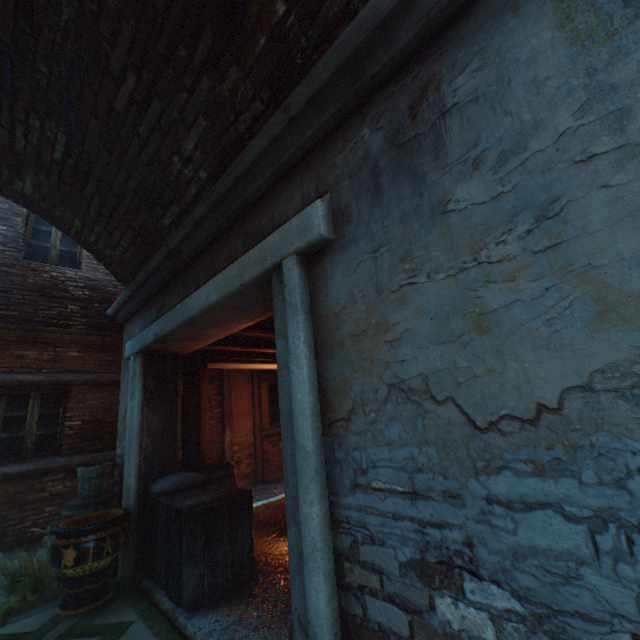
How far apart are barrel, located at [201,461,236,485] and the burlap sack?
0.5 meters

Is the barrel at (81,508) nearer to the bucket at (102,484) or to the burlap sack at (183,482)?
the bucket at (102,484)

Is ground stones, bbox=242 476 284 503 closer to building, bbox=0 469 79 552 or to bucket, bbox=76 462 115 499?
building, bbox=0 469 79 552

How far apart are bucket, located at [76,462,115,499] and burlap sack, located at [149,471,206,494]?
0.86m

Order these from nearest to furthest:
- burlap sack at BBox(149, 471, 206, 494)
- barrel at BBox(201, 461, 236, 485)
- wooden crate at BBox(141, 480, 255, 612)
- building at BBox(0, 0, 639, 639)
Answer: building at BBox(0, 0, 639, 639) < wooden crate at BBox(141, 480, 255, 612) < burlap sack at BBox(149, 471, 206, 494) < barrel at BBox(201, 461, 236, 485)

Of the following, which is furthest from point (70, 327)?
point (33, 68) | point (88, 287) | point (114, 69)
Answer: point (114, 69)

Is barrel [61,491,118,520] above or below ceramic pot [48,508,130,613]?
above

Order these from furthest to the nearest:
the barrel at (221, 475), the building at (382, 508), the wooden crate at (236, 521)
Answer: the barrel at (221, 475), the wooden crate at (236, 521), the building at (382, 508)
